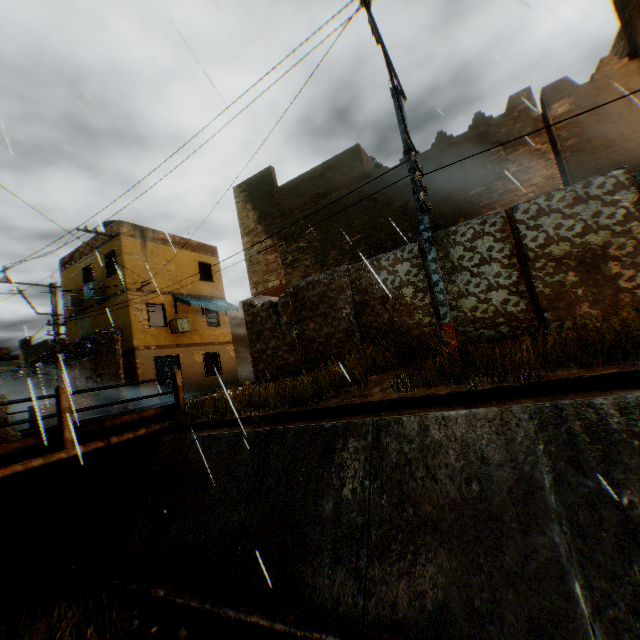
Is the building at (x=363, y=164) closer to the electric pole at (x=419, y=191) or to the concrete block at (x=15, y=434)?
the electric pole at (x=419, y=191)

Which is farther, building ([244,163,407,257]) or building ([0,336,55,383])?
building ([0,336,55,383])

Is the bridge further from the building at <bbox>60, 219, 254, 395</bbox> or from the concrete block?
the building at <bbox>60, 219, 254, 395</bbox>

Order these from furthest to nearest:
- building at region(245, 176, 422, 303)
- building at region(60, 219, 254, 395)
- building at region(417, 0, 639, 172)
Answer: →
1. building at region(60, 219, 254, 395)
2. building at region(245, 176, 422, 303)
3. building at region(417, 0, 639, 172)

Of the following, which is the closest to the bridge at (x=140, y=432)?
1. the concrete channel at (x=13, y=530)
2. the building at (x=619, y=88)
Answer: the concrete channel at (x=13, y=530)

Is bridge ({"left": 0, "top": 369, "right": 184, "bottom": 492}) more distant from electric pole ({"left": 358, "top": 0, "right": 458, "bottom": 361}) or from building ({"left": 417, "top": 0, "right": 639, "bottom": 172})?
building ({"left": 417, "top": 0, "right": 639, "bottom": 172})

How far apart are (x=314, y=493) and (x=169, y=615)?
2.8m

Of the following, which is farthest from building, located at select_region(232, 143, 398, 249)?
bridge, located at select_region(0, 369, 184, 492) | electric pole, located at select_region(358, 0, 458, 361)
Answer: bridge, located at select_region(0, 369, 184, 492)
